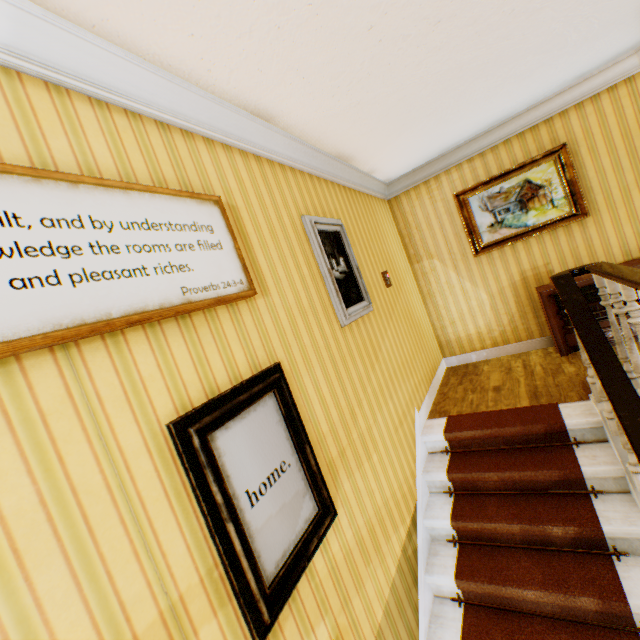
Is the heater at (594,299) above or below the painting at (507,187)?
below

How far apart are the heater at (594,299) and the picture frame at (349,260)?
2.4 meters

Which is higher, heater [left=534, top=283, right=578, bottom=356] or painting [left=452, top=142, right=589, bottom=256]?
painting [left=452, top=142, right=589, bottom=256]

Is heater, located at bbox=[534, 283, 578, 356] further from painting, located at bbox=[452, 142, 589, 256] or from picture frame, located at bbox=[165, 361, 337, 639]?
picture frame, located at bbox=[165, 361, 337, 639]

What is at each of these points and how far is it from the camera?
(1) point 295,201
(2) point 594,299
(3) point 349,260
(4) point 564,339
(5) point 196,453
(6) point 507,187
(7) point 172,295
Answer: (1) building, 2.7m
(2) heater, 4.0m
(3) picture frame, 3.3m
(4) heater, 4.2m
(5) picture frame, 1.3m
(6) painting, 4.5m
(7) picture frame, 1.4m

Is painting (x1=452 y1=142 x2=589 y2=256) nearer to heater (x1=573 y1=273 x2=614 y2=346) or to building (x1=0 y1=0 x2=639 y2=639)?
building (x1=0 y1=0 x2=639 y2=639)

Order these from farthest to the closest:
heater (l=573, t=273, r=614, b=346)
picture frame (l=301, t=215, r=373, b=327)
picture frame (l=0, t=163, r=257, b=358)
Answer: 1. heater (l=573, t=273, r=614, b=346)
2. picture frame (l=301, t=215, r=373, b=327)
3. picture frame (l=0, t=163, r=257, b=358)

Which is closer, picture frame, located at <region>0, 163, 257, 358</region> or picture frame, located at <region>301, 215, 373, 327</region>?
picture frame, located at <region>0, 163, 257, 358</region>
